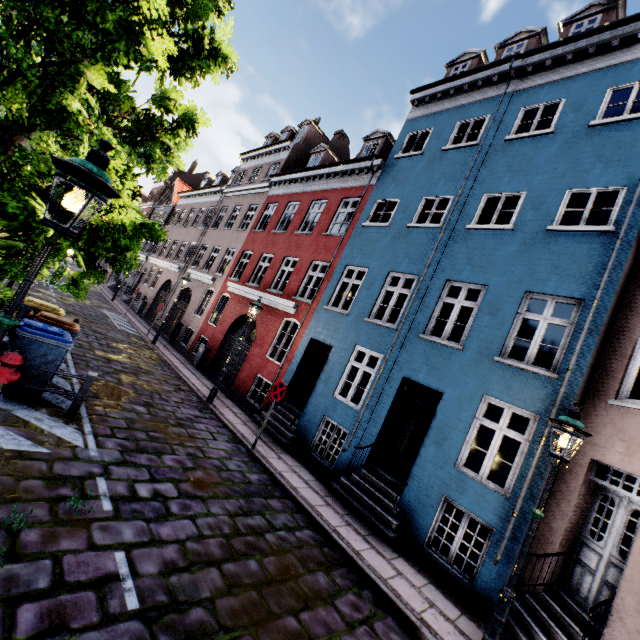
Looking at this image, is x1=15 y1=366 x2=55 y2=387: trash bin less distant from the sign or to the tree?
the tree

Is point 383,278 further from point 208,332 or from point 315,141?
point 315,141

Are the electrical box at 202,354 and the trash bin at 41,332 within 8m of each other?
no

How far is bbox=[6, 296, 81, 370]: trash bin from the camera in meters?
5.9 m

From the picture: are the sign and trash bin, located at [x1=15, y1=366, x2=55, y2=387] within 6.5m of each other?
yes

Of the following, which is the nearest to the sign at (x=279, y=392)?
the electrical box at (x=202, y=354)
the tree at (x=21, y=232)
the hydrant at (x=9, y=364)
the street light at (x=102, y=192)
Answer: the tree at (x=21, y=232)

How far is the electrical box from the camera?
15.48m

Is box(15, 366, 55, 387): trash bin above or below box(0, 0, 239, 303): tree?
below
